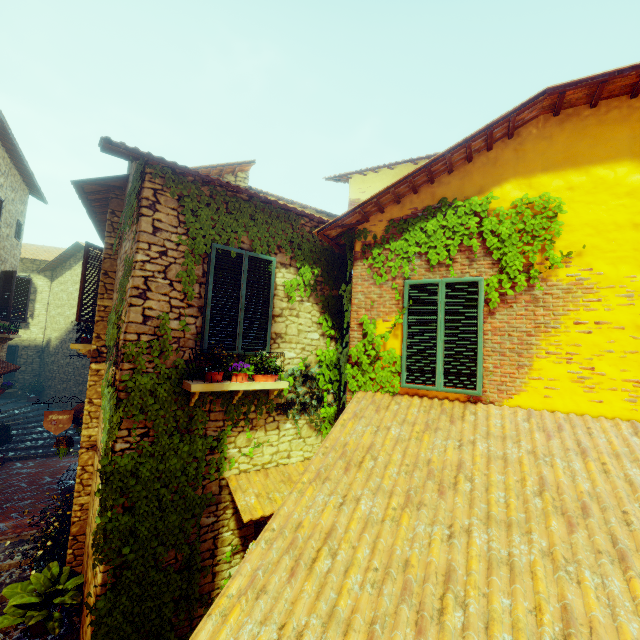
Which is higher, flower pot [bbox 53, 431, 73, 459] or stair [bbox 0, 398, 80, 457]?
flower pot [bbox 53, 431, 73, 459]

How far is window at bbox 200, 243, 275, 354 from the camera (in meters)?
4.84

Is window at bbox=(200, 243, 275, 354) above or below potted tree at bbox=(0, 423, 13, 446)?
above

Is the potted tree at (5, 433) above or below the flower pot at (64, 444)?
below

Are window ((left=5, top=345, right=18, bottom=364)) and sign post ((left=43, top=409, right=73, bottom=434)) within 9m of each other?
no

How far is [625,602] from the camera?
2.2m

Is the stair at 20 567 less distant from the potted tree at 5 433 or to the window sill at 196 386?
the window sill at 196 386

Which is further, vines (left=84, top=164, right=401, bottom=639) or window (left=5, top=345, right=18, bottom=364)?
window (left=5, top=345, right=18, bottom=364)
